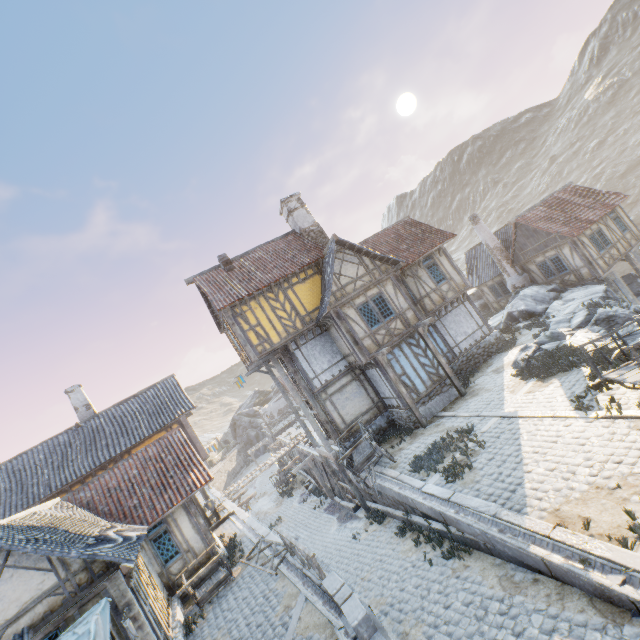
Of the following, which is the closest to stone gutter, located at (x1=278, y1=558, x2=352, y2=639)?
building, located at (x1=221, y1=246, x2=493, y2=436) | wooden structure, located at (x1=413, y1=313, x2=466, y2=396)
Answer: building, located at (x1=221, y1=246, x2=493, y2=436)

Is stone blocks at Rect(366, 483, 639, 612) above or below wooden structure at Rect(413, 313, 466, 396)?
below

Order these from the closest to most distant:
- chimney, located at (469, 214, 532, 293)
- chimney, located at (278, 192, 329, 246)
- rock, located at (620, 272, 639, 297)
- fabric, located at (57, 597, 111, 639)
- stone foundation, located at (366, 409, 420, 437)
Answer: fabric, located at (57, 597, 111, 639)
stone foundation, located at (366, 409, 420, 437)
chimney, located at (278, 192, 329, 246)
rock, located at (620, 272, 639, 297)
chimney, located at (469, 214, 532, 293)

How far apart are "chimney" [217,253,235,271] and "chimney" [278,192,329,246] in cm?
460

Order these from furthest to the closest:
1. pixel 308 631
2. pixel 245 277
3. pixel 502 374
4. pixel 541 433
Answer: pixel 245 277, pixel 502 374, pixel 541 433, pixel 308 631

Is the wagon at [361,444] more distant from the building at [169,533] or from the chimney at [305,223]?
the chimney at [305,223]

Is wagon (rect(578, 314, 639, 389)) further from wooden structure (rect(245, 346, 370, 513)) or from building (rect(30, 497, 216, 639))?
building (rect(30, 497, 216, 639))

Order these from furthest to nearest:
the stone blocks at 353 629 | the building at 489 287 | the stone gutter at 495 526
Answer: the building at 489 287 → the stone blocks at 353 629 → the stone gutter at 495 526
